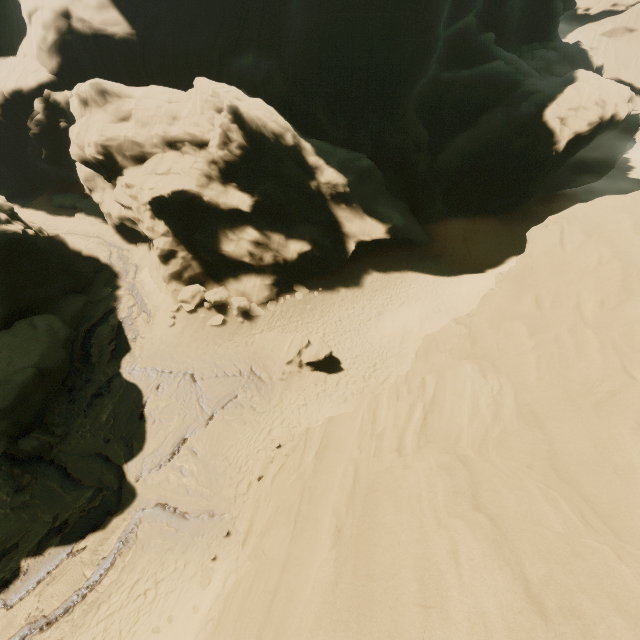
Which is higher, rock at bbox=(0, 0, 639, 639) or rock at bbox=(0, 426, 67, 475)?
rock at bbox=(0, 0, 639, 639)

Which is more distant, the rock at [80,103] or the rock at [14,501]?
the rock at [14,501]

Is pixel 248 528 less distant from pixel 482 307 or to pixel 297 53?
pixel 482 307

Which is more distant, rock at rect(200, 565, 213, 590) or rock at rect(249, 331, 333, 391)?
rock at rect(249, 331, 333, 391)

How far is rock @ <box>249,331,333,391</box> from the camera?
17.9m
